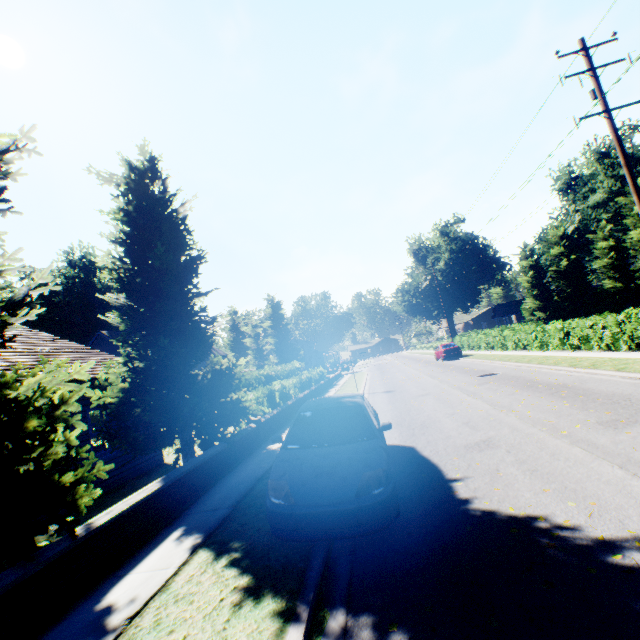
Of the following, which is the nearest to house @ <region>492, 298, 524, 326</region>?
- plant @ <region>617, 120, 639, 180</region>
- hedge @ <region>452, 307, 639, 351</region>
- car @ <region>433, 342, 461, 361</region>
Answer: plant @ <region>617, 120, 639, 180</region>

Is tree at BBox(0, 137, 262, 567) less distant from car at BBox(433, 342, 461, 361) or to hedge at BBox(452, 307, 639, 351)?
hedge at BBox(452, 307, 639, 351)

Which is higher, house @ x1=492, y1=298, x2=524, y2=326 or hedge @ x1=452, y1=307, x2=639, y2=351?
house @ x1=492, y1=298, x2=524, y2=326

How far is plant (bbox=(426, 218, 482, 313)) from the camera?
55.41m

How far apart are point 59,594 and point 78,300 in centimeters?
5472cm

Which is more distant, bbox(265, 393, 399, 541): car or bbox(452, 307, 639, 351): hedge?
bbox(452, 307, 639, 351): hedge

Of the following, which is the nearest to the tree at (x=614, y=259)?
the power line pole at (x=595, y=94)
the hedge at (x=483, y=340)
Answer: the hedge at (x=483, y=340)

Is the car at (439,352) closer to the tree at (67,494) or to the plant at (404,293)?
the tree at (67,494)
